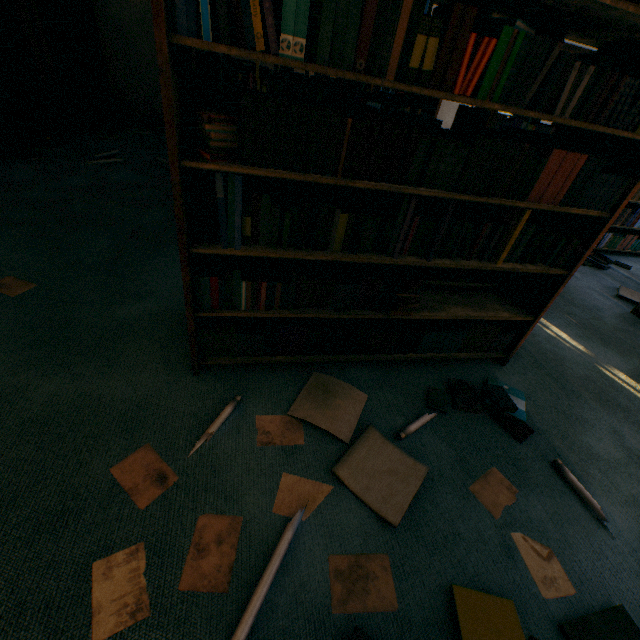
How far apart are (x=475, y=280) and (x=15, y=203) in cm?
390

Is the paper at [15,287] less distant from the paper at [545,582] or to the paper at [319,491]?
the paper at [319,491]

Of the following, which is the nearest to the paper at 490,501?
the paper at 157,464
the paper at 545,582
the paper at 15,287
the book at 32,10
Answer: the paper at 545,582

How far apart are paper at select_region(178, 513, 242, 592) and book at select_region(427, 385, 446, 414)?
1.15m

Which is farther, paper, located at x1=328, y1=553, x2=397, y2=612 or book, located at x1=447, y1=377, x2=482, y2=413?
book, located at x1=447, y1=377, x2=482, y2=413

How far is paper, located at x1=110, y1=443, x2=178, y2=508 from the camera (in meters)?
1.22

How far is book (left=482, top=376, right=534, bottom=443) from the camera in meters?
1.7 m

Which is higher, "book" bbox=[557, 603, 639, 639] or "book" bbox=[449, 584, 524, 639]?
"book" bbox=[449, 584, 524, 639]
